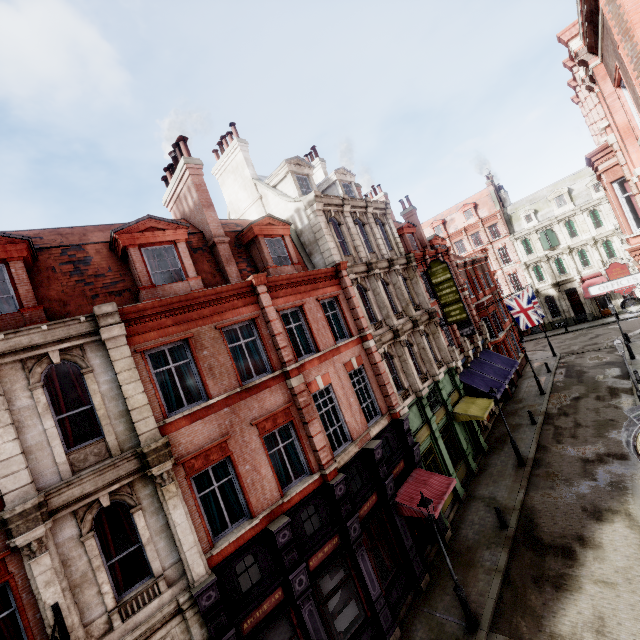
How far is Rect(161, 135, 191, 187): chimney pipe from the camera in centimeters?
1366cm

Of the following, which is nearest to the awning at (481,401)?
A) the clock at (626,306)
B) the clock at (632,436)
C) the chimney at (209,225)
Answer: the clock at (626,306)

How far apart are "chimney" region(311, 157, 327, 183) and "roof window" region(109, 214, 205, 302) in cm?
1492

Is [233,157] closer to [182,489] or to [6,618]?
[182,489]

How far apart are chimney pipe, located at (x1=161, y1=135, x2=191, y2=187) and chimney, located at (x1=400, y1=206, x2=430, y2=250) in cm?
2024

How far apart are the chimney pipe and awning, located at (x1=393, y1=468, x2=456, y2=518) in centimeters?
1709cm

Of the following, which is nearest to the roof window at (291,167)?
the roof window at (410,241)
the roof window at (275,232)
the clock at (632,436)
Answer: the roof window at (275,232)

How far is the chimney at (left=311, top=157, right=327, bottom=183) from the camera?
24.5 meters
